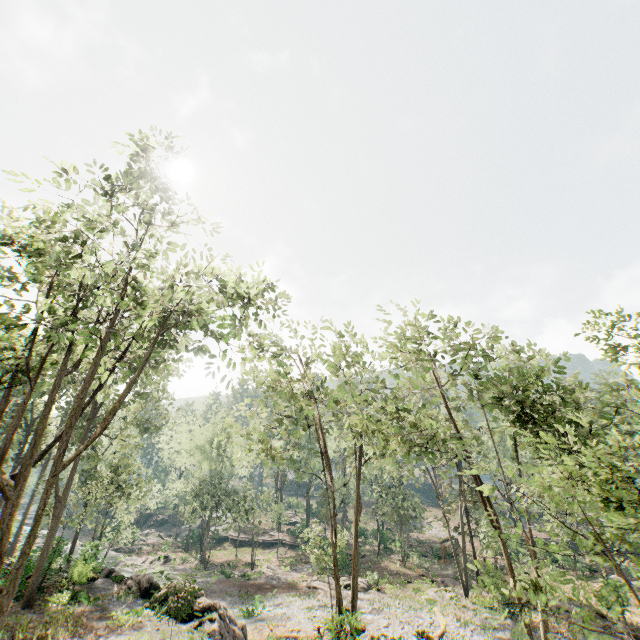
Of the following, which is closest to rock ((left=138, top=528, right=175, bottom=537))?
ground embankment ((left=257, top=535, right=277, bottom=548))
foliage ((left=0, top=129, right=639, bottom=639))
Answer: foliage ((left=0, top=129, right=639, bottom=639))

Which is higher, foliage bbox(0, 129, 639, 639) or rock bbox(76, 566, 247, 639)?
foliage bbox(0, 129, 639, 639)

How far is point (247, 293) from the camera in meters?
12.7

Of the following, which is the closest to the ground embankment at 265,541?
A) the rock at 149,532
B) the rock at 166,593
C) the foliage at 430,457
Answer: the foliage at 430,457

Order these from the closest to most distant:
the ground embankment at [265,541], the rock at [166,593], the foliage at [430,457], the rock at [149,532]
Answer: the foliage at [430,457] < the rock at [166,593] < the ground embankment at [265,541] < the rock at [149,532]

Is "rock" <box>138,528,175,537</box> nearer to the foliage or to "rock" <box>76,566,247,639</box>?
the foliage

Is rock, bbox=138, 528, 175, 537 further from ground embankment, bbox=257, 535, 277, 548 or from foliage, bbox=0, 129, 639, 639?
ground embankment, bbox=257, 535, 277, 548

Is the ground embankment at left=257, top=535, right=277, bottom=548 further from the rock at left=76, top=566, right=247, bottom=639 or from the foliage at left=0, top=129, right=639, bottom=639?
the rock at left=76, top=566, right=247, bottom=639
